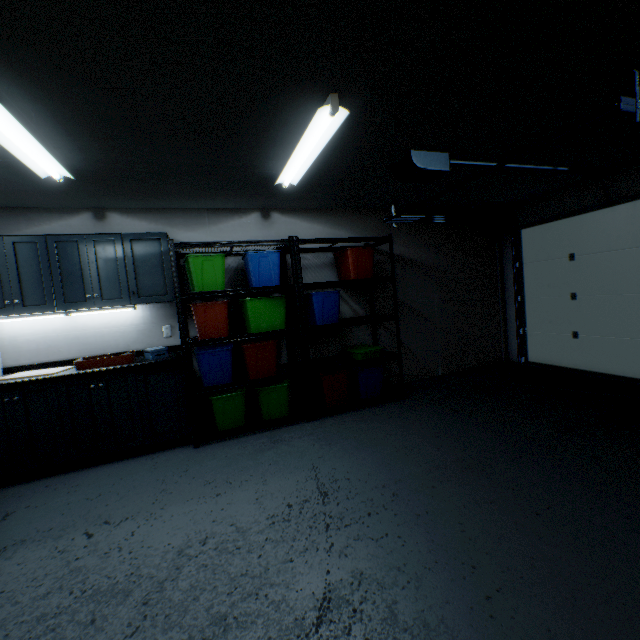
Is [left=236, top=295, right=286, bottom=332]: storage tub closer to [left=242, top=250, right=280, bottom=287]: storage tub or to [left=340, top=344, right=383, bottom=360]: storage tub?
[left=242, top=250, right=280, bottom=287]: storage tub

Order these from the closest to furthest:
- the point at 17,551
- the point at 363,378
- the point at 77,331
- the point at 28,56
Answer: the point at 28,56 → the point at 17,551 → the point at 77,331 → the point at 363,378

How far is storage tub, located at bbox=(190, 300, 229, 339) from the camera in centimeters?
315cm

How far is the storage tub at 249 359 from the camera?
3.3 meters

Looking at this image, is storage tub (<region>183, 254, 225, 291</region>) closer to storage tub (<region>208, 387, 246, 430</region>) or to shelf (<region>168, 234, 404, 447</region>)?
shelf (<region>168, 234, 404, 447</region>)

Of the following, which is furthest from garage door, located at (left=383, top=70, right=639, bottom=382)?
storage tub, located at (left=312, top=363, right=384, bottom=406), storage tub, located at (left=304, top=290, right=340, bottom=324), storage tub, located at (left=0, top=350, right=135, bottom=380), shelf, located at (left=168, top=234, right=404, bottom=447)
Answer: storage tub, located at (left=0, top=350, right=135, bottom=380)

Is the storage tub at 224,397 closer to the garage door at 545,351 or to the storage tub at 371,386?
the storage tub at 371,386

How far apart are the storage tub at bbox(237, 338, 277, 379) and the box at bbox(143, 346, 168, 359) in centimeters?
70cm
